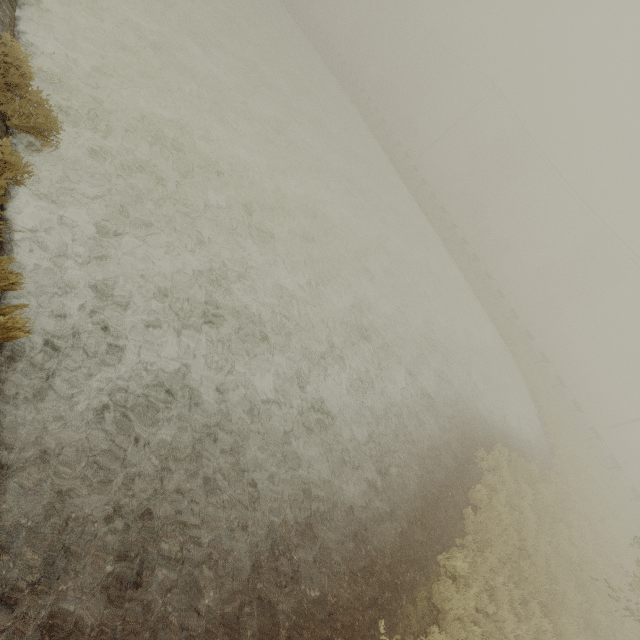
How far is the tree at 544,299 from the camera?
50.43m

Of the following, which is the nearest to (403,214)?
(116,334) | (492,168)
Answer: (116,334)

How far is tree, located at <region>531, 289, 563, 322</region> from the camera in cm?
5043
